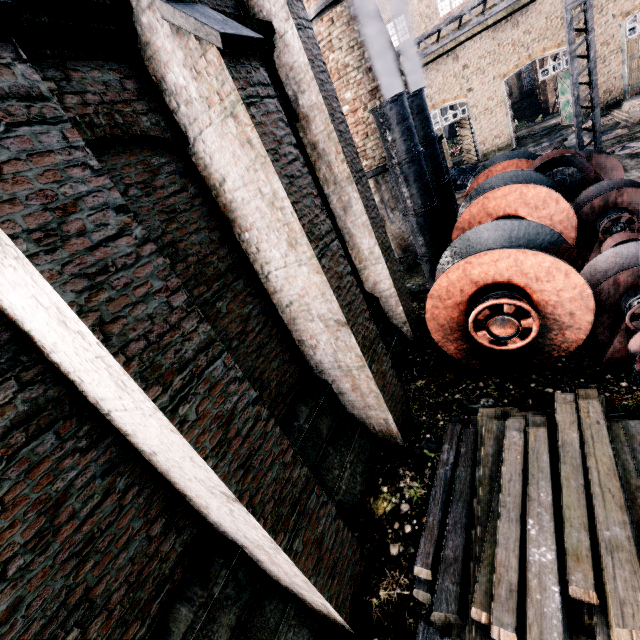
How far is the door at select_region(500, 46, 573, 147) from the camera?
21.69m

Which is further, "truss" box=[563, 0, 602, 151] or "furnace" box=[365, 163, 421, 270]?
"furnace" box=[365, 163, 421, 270]

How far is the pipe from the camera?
8.4m

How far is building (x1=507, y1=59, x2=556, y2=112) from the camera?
42.0 meters

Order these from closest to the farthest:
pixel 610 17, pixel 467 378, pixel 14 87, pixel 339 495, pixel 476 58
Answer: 1. pixel 14 87
2. pixel 339 495
3. pixel 467 378
4. pixel 610 17
5. pixel 476 58

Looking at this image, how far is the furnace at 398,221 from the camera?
12.5 meters

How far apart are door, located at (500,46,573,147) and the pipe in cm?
2137

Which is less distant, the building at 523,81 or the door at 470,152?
the door at 470,152
